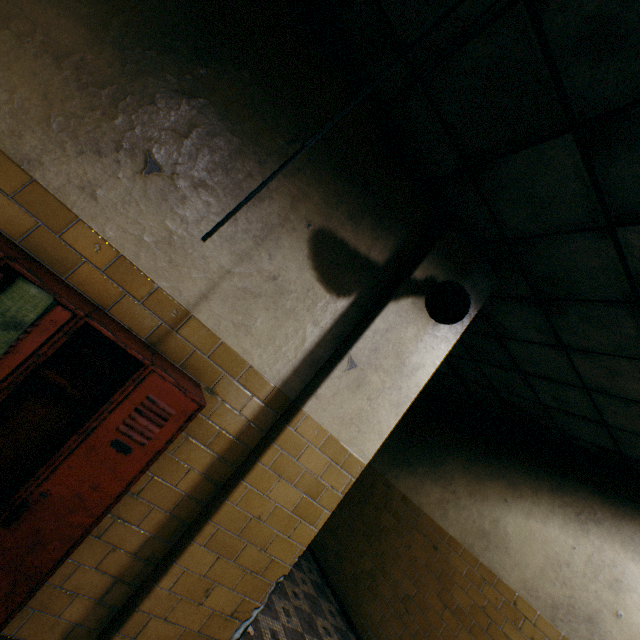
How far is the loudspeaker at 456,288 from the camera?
2.2 meters

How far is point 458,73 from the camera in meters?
1.8

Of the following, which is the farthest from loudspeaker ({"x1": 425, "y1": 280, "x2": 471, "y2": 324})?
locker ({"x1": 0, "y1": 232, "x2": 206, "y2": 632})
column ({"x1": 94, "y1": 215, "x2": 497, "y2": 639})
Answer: locker ({"x1": 0, "y1": 232, "x2": 206, "y2": 632})

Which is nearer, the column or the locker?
the locker

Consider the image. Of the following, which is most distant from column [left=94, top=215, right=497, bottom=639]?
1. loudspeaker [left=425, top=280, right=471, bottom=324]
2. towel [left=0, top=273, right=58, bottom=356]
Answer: towel [left=0, top=273, right=58, bottom=356]

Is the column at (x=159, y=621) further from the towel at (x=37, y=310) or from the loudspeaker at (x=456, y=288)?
the towel at (x=37, y=310)

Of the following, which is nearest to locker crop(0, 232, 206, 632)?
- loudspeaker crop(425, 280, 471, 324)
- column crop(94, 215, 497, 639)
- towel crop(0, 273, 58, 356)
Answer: towel crop(0, 273, 58, 356)

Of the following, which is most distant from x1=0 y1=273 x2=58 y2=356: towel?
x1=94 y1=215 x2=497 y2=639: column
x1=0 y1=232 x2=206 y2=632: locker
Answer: x1=94 y1=215 x2=497 y2=639: column
